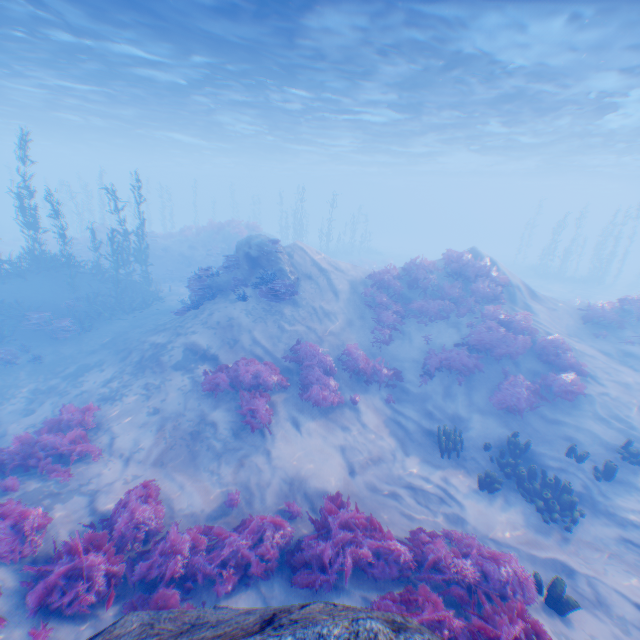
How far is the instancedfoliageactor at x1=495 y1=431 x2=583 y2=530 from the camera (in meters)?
8.20

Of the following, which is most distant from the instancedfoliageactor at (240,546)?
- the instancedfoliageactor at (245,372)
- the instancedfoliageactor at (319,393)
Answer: the instancedfoliageactor at (319,393)

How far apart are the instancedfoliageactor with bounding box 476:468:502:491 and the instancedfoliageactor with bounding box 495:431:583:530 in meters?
0.5

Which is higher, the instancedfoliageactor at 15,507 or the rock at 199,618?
the rock at 199,618

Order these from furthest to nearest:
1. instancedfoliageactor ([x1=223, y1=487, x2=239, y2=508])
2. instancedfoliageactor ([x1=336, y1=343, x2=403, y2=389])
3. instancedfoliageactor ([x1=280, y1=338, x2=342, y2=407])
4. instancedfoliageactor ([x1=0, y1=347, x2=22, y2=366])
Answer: instancedfoliageactor ([x1=0, y1=347, x2=22, y2=366]) → instancedfoliageactor ([x1=336, y1=343, x2=403, y2=389]) → instancedfoliageactor ([x1=280, y1=338, x2=342, y2=407]) → instancedfoliageactor ([x1=223, y1=487, x2=239, y2=508])

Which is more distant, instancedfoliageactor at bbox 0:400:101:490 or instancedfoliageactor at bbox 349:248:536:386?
instancedfoliageactor at bbox 349:248:536:386

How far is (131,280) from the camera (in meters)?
19.48

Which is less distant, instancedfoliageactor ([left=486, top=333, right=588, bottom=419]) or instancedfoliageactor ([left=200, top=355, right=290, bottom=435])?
instancedfoliageactor ([left=200, top=355, right=290, bottom=435])
